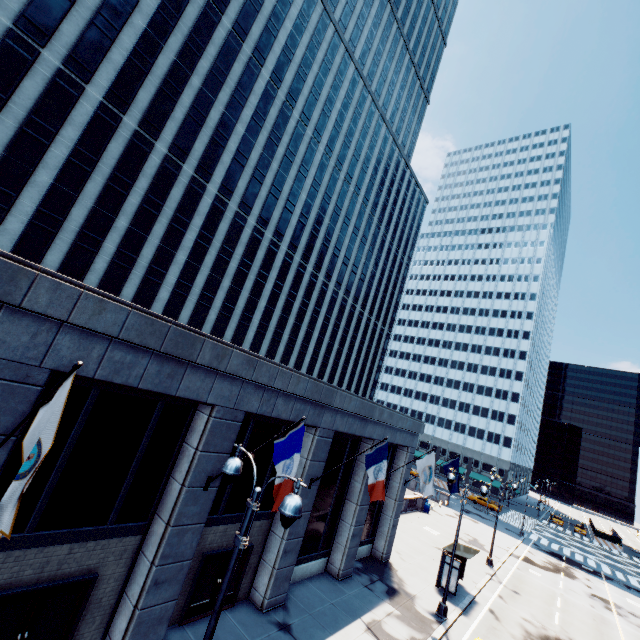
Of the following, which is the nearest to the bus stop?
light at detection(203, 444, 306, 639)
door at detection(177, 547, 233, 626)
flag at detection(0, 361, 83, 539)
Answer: door at detection(177, 547, 233, 626)

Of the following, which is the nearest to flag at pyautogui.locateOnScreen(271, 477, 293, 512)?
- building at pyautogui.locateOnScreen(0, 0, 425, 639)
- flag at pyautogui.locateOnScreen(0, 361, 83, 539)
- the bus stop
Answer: building at pyautogui.locateOnScreen(0, 0, 425, 639)

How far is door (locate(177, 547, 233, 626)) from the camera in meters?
11.7

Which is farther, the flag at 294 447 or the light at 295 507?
the flag at 294 447

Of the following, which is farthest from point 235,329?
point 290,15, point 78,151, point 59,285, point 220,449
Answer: point 290,15

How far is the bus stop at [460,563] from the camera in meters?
20.4

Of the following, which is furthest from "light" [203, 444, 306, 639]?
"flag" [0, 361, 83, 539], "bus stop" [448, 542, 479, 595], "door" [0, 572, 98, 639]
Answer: "bus stop" [448, 542, 479, 595]

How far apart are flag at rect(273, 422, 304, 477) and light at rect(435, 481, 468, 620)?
14.77m
